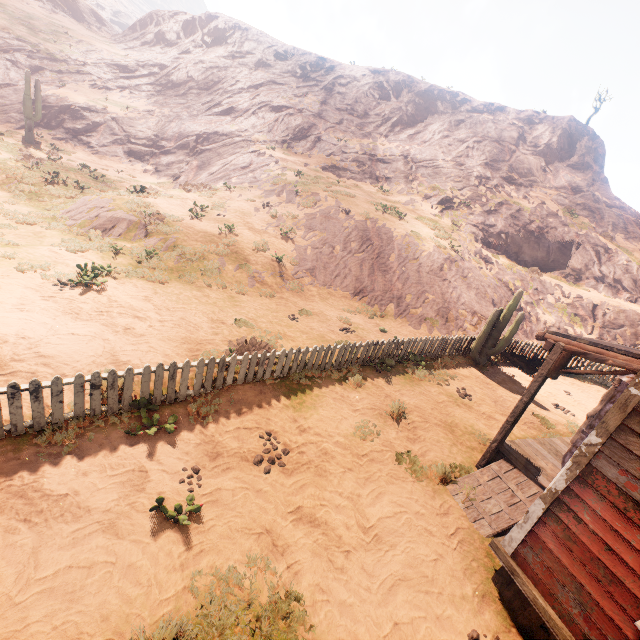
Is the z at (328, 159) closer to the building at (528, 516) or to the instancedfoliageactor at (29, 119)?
the building at (528, 516)

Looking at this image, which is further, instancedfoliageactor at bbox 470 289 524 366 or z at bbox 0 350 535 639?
instancedfoliageactor at bbox 470 289 524 366

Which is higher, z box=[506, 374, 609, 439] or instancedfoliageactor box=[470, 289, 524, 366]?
instancedfoliageactor box=[470, 289, 524, 366]

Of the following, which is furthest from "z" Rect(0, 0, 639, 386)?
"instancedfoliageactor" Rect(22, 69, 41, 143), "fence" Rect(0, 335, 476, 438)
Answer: "instancedfoliageactor" Rect(22, 69, 41, 143)

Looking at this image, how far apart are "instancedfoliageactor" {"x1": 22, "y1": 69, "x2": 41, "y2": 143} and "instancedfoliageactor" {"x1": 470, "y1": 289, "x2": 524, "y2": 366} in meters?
34.4

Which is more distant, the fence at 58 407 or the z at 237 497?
the fence at 58 407

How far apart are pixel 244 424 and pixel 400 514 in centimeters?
338cm

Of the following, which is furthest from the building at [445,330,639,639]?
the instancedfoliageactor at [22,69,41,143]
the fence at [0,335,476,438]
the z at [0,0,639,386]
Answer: the instancedfoliageactor at [22,69,41,143]
